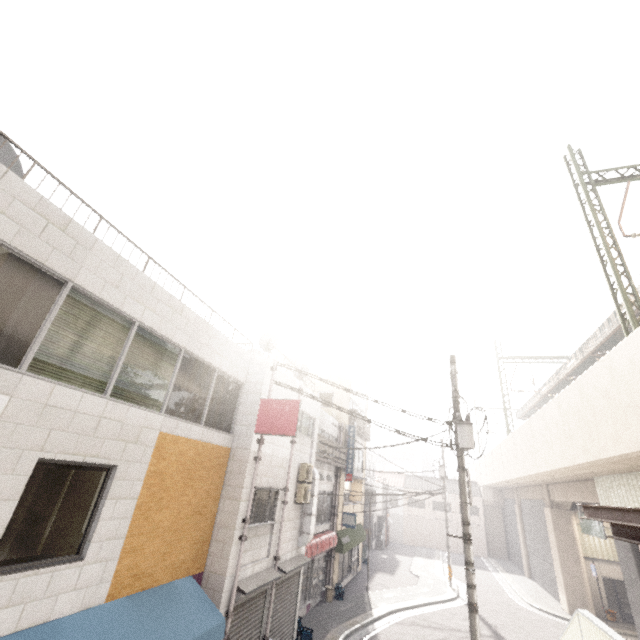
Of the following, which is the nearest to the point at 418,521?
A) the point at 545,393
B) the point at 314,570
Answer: → the point at 545,393

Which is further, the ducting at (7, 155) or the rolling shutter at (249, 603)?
the rolling shutter at (249, 603)

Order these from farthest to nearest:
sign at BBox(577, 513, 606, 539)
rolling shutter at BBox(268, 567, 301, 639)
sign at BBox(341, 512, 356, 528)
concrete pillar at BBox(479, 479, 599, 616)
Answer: concrete pillar at BBox(479, 479, 599, 616)
sign at BBox(341, 512, 356, 528)
sign at BBox(577, 513, 606, 539)
rolling shutter at BBox(268, 567, 301, 639)

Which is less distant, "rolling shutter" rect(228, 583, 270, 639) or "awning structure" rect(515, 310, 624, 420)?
"rolling shutter" rect(228, 583, 270, 639)

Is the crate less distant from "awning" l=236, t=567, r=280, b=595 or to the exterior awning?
"awning" l=236, t=567, r=280, b=595

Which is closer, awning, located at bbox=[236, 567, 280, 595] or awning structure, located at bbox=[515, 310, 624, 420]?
awning, located at bbox=[236, 567, 280, 595]

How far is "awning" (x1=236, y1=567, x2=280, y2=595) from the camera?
8.36m

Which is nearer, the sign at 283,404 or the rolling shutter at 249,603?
the rolling shutter at 249,603
